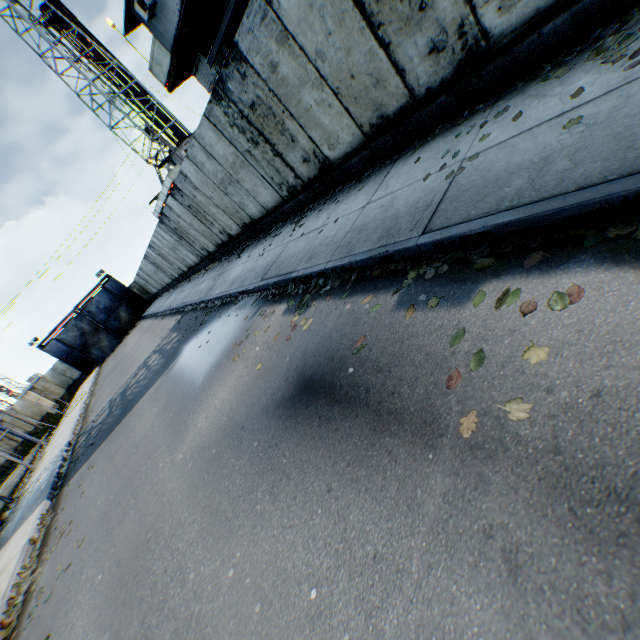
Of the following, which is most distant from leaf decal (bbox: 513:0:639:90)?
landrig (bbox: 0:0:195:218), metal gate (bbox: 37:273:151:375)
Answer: metal gate (bbox: 37:273:151:375)

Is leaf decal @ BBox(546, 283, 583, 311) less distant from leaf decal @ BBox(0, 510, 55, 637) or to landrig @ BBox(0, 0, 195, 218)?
leaf decal @ BBox(0, 510, 55, 637)

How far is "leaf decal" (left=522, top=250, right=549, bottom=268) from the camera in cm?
249

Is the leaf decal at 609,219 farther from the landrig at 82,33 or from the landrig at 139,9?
the landrig at 82,33

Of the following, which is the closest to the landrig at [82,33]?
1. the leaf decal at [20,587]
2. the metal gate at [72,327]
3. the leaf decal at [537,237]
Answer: the metal gate at [72,327]

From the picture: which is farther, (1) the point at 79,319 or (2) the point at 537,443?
(1) the point at 79,319

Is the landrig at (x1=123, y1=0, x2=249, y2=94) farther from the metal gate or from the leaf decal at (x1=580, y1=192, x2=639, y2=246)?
the metal gate

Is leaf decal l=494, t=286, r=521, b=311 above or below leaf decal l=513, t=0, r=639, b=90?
below
